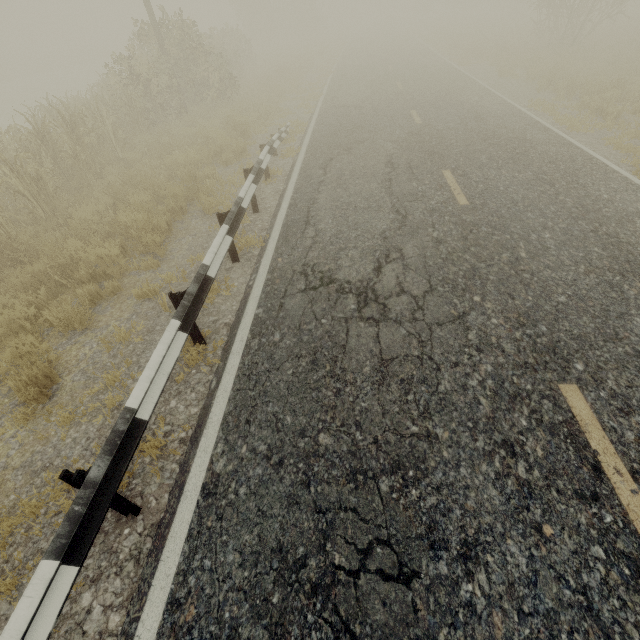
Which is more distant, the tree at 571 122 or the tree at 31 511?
the tree at 571 122

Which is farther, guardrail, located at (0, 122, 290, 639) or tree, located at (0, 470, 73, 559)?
tree, located at (0, 470, 73, 559)

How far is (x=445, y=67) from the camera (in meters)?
18.03

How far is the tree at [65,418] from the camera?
3.7 meters

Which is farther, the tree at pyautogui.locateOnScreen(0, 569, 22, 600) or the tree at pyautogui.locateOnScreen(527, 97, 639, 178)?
the tree at pyautogui.locateOnScreen(527, 97, 639, 178)

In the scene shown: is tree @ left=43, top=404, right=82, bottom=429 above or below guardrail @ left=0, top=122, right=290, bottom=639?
below

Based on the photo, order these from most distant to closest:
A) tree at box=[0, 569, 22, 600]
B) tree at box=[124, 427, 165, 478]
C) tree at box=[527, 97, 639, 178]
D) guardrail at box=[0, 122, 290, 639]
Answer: tree at box=[527, 97, 639, 178] < tree at box=[124, 427, 165, 478] < tree at box=[0, 569, 22, 600] < guardrail at box=[0, 122, 290, 639]

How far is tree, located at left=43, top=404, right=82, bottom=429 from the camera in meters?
3.7 m
